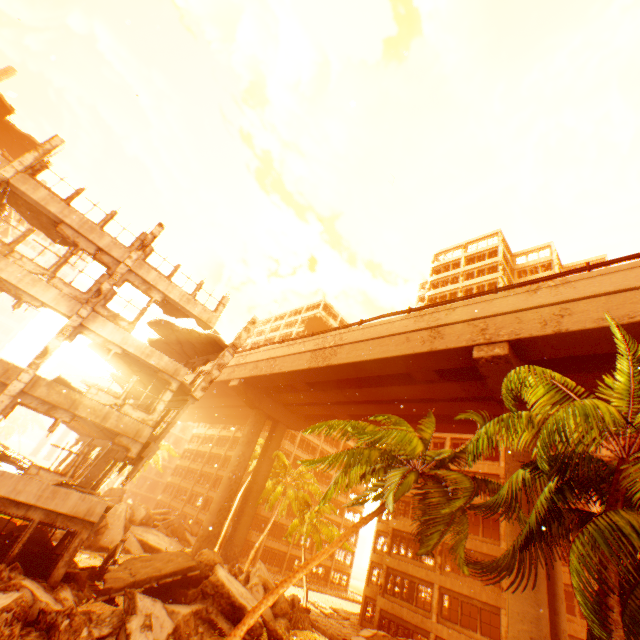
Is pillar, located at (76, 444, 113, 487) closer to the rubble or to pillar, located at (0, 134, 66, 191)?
the rubble

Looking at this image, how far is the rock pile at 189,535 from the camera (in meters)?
20.83

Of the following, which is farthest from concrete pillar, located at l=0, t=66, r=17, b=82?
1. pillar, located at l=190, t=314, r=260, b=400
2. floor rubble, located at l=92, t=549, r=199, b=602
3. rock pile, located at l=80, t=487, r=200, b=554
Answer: floor rubble, located at l=92, t=549, r=199, b=602

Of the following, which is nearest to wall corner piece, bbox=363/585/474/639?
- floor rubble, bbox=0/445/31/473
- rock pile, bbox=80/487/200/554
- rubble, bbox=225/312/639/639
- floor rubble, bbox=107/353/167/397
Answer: rubble, bbox=225/312/639/639

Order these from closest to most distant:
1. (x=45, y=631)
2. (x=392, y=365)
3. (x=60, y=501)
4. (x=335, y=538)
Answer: (x=45, y=631) → (x=60, y=501) → (x=335, y=538) → (x=392, y=365)

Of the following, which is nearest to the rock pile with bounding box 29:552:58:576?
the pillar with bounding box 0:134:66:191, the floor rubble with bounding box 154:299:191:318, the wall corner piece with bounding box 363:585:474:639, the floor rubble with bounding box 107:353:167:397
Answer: the pillar with bounding box 0:134:66:191

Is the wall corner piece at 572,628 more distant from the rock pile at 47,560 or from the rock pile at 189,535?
the rock pile at 189,535

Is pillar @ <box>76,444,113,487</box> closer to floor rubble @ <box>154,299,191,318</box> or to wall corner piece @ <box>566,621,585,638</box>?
floor rubble @ <box>154,299,191,318</box>
